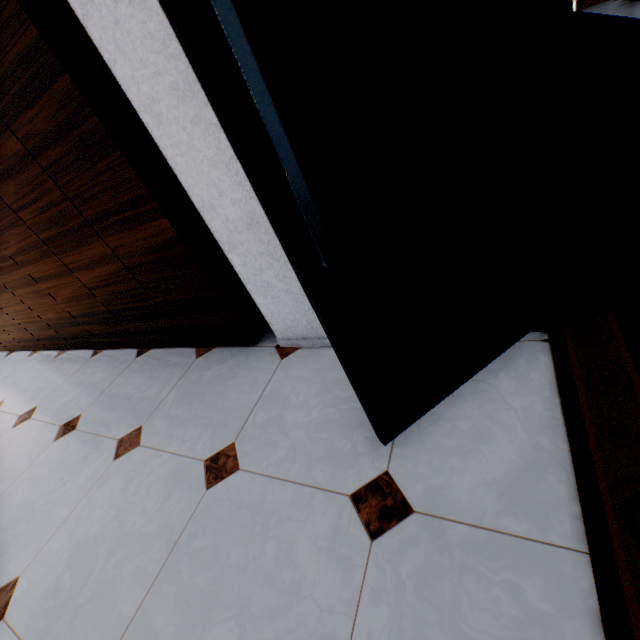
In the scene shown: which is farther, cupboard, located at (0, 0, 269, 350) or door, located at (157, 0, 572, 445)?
cupboard, located at (0, 0, 269, 350)

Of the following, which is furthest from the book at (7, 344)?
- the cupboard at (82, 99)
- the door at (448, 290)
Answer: the door at (448, 290)

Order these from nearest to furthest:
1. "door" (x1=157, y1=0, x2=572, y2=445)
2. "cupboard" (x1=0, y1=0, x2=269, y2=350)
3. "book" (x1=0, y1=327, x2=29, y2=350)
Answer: "door" (x1=157, y1=0, x2=572, y2=445) → "cupboard" (x1=0, y1=0, x2=269, y2=350) → "book" (x1=0, y1=327, x2=29, y2=350)

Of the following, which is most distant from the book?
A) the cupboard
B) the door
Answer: the door

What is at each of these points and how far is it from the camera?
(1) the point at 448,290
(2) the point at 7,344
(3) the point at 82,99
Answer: (1) door, 1.03m
(2) book, 4.05m
(3) cupboard, 1.29m

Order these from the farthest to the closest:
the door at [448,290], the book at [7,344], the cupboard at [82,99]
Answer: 1. the book at [7,344]
2. the cupboard at [82,99]
3. the door at [448,290]

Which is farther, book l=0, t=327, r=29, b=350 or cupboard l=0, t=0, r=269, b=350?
book l=0, t=327, r=29, b=350
